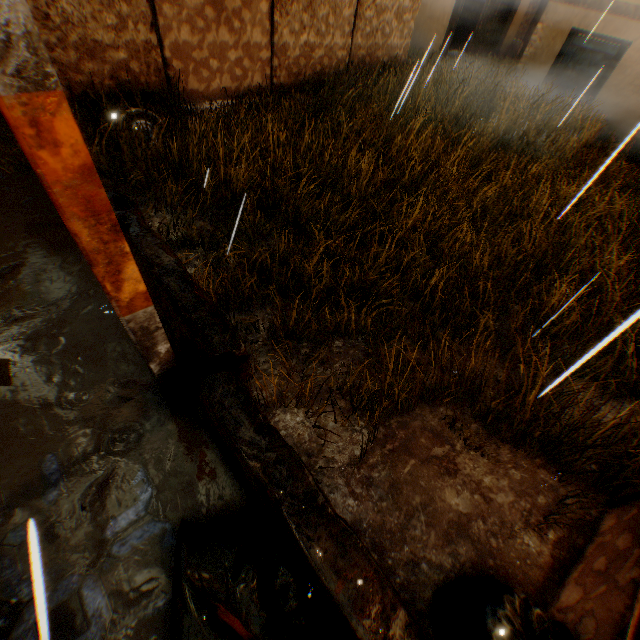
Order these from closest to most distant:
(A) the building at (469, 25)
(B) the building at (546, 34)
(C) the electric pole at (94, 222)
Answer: (C) the electric pole at (94, 222), (B) the building at (546, 34), (A) the building at (469, 25)

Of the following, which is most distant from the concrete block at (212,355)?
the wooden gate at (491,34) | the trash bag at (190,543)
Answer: the wooden gate at (491,34)

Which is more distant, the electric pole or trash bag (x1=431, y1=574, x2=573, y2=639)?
trash bag (x1=431, y1=574, x2=573, y2=639)

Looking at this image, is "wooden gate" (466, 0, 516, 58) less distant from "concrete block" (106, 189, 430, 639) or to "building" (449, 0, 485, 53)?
"building" (449, 0, 485, 53)

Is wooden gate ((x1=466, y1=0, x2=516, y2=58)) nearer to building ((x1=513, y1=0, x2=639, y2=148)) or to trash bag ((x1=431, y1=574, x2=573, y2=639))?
building ((x1=513, y1=0, x2=639, y2=148))

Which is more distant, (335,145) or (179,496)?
(335,145)

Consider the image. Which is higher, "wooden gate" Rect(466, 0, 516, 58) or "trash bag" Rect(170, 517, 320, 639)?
"wooden gate" Rect(466, 0, 516, 58)

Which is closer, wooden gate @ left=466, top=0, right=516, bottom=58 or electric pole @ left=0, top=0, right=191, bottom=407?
electric pole @ left=0, top=0, right=191, bottom=407
